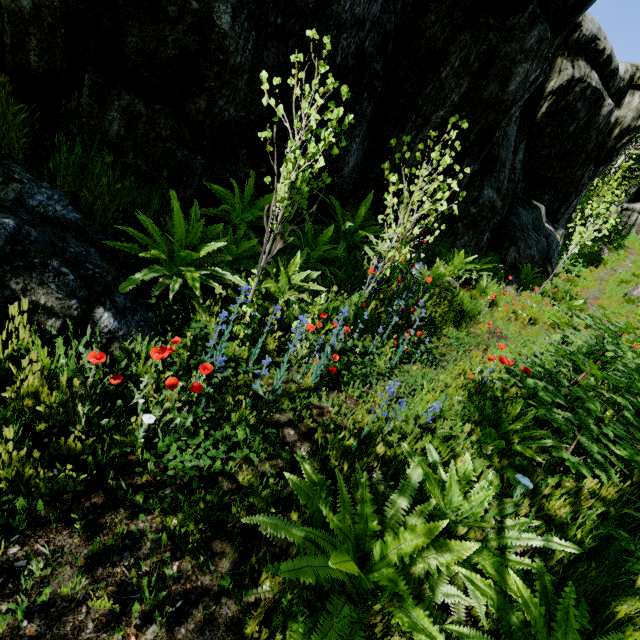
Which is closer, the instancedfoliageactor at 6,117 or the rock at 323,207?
the instancedfoliageactor at 6,117

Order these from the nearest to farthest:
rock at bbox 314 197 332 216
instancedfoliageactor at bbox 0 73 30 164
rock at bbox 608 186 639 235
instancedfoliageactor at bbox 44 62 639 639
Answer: instancedfoliageactor at bbox 44 62 639 639 → instancedfoliageactor at bbox 0 73 30 164 → rock at bbox 314 197 332 216 → rock at bbox 608 186 639 235

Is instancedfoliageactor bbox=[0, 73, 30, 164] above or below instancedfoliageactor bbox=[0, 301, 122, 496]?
above

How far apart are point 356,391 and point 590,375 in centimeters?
200cm

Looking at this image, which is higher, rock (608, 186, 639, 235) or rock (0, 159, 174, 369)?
rock (608, 186, 639, 235)

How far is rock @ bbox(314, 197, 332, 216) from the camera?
5.2 meters

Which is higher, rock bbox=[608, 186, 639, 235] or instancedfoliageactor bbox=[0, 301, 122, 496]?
rock bbox=[608, 186, 639, 235]

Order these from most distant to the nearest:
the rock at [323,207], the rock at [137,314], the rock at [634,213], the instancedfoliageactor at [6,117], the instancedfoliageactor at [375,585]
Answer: the rock at [634,213] < the rock at [323,207] < the instancedfoliageactor at [6,117] < the rock at [137,314] < the instancedfoliageactor at [375,585]
